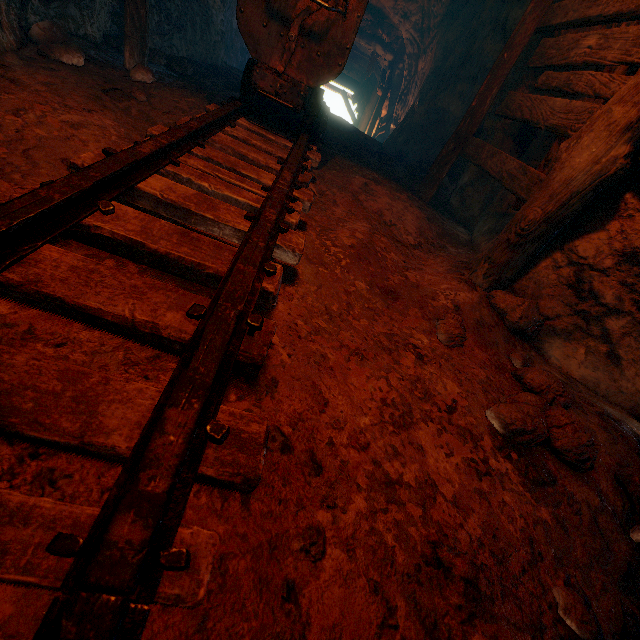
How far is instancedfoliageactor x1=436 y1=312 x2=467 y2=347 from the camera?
2.0 meters

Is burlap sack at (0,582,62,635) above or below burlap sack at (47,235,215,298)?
below

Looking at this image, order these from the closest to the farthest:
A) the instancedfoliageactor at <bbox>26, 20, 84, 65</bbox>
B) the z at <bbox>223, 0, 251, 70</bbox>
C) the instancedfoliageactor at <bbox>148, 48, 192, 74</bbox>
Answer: the instancedfoliageactor at <bbox>26, 20, 84, 65</bbox> < the instancedfoliageactor at <bbox>148, 48, 192, 74</bbox> < the z at <bbox>223, 0, 251, 70</bbox>

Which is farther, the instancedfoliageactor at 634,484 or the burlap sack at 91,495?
the instancedfoliageactor at 634,484

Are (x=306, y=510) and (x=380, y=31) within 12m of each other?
no

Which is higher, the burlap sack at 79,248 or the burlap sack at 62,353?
the burlap sack at 79,248

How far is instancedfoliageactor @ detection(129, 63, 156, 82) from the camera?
3.5 meters

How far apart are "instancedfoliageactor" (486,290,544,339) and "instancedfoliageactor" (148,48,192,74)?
5.8m
